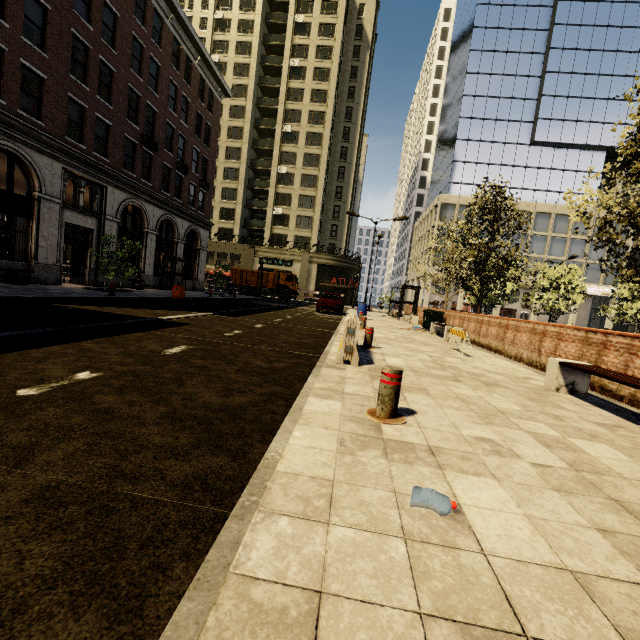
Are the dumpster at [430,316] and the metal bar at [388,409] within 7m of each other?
no

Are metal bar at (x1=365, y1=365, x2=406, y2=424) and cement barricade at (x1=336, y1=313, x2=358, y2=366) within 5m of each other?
yes

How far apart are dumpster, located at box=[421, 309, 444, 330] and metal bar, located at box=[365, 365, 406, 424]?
13.9 meters

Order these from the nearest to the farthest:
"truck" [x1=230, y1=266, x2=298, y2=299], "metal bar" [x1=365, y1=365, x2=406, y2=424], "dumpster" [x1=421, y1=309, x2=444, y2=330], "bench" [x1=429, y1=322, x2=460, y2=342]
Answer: "metal bar" [x1=365, y1=365, x2=406, y2=424], "bench" [x1=429, y1=322, x2=460, y2=342], "dumpster" [x1=421, y1=309, x2=444, y2=330], "truck" [x1=230, y1=266, x2=298, y2=299]

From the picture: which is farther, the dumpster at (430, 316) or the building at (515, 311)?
the building at (515, 311)

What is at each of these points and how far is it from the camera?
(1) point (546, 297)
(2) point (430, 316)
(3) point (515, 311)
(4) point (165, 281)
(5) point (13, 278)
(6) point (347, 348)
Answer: (1) tree, 24.6 meters
(2) dumpster, 16.7 meters
(3) building, 59.0 meters
(4) phone booth, 25.6 meters
(5) bench, 13.9 meters
(6) cement barricade, 5.9 meters

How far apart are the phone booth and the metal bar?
24.97m

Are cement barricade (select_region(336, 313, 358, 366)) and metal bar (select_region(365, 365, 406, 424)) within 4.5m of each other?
yes
